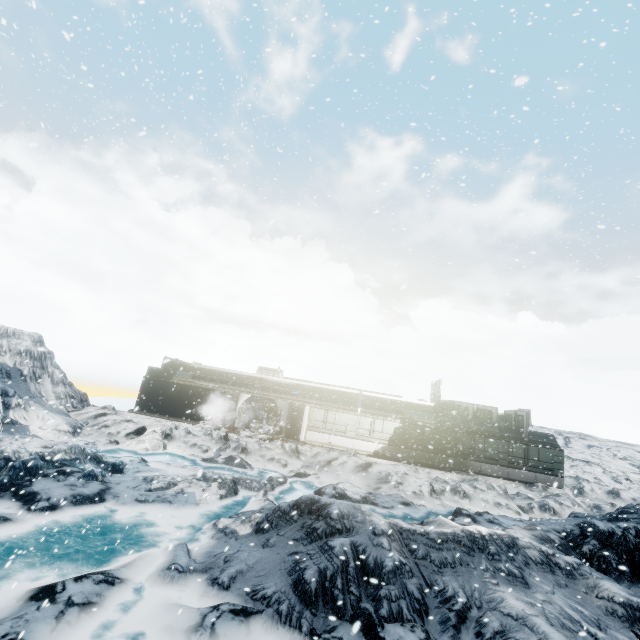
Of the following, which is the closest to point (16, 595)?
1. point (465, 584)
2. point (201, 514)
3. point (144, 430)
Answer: point (201, 514)
